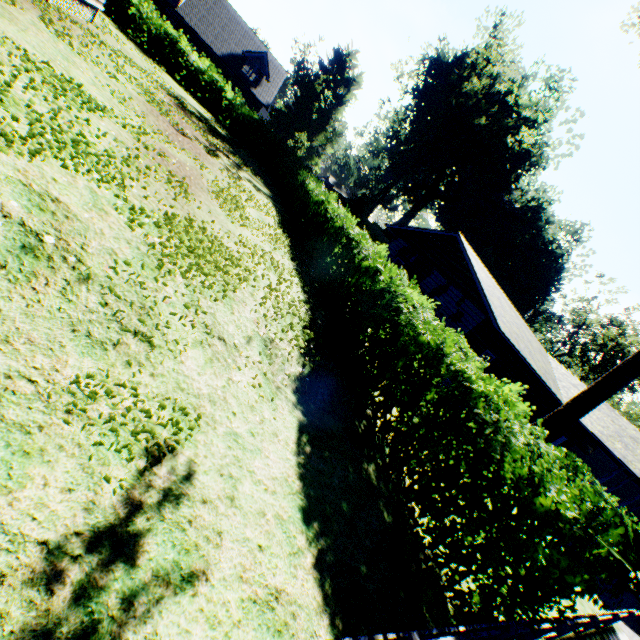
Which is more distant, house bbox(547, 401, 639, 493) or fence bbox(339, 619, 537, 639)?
house bbox(547, 401, 639, 493)

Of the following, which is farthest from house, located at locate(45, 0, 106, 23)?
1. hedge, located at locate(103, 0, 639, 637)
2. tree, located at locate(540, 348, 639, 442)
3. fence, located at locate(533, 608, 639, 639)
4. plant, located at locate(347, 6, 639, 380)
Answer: plant, located at locate(347, 6, 639, 380)

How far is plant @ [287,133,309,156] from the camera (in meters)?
43.25

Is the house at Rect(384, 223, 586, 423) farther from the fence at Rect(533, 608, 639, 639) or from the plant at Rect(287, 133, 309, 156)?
the plant at Rect(287, 133, 309, 156)

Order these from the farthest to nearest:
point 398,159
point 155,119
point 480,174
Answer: point 398,159 → point 480,174 → point 155,119

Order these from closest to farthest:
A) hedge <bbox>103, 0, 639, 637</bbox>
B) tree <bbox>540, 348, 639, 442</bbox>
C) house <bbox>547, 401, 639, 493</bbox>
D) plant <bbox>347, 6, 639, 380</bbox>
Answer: hedge <bbox>103, 0, 639, 637</bbox> → tree <bbox>540, 348, 639, 442</bbox> → house <bbox>547, 401, 639, 493</bbox> → plant <bbox>347, 6, 639, 380</bbox>

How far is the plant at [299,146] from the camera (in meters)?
43.25
